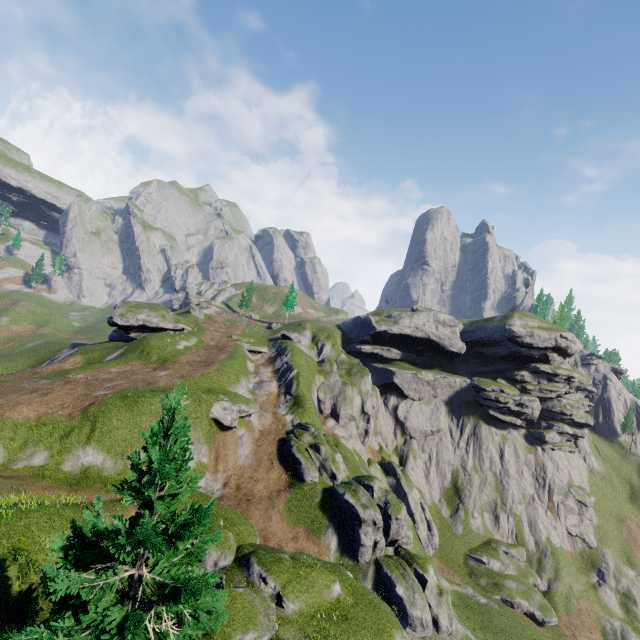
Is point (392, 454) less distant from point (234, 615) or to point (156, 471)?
point (234, 615)

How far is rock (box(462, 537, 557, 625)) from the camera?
43.1 meters

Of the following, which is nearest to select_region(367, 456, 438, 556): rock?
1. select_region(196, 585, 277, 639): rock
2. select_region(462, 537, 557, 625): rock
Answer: select_region(462, 537, 557, 625): rock

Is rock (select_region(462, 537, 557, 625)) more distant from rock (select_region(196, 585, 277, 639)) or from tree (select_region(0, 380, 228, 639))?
tree (select_region(0, 380, 228, 639))

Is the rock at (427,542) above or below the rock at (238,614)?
below

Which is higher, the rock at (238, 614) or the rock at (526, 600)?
the rock at (238, 614)

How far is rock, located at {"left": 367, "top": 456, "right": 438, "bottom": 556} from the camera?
48.0 meters

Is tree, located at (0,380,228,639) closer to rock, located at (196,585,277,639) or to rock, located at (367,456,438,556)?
rock, located at (196,585,277,639)
